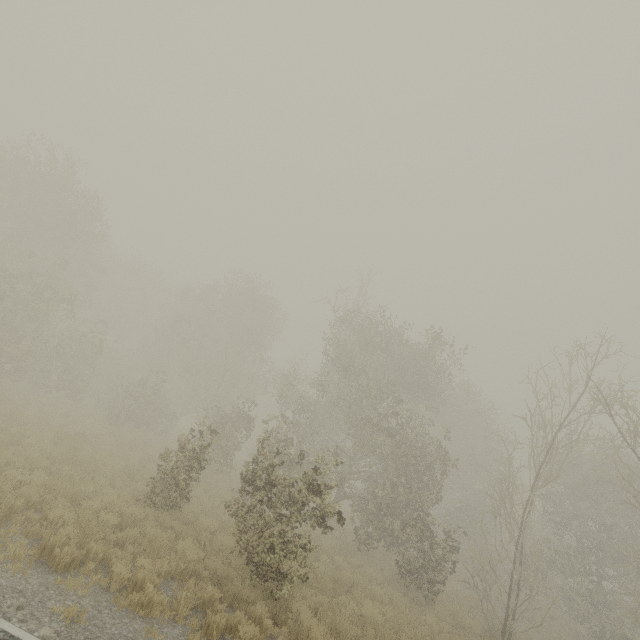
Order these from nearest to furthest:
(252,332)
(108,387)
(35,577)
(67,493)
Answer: (35,577) → (67,493) → (108,387) → (252,332)
